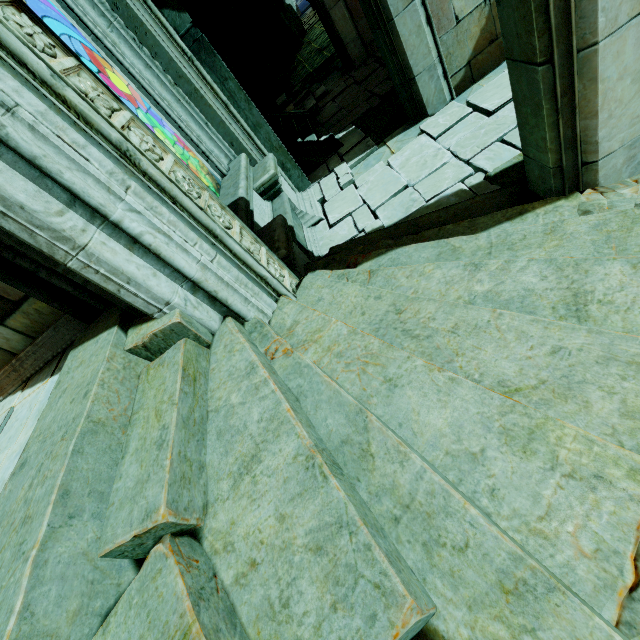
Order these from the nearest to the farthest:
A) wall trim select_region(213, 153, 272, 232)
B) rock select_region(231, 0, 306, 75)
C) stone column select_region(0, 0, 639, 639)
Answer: stone column select_region(0, 0, 639, 639), wall trim select_region(213, 153, 272, 232), rock select_region(231, 0, 306, 75)

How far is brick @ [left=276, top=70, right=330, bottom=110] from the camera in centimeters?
1062cm

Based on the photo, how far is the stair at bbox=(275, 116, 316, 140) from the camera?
8.5m

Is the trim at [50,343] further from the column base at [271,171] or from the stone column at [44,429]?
the column base at [271,171]

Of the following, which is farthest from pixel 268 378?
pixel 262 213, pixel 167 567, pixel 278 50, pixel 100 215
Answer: pixel 278 50

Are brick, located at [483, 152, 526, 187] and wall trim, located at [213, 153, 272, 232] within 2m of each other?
no

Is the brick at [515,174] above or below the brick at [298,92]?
below

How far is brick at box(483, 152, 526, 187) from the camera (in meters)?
3.98
